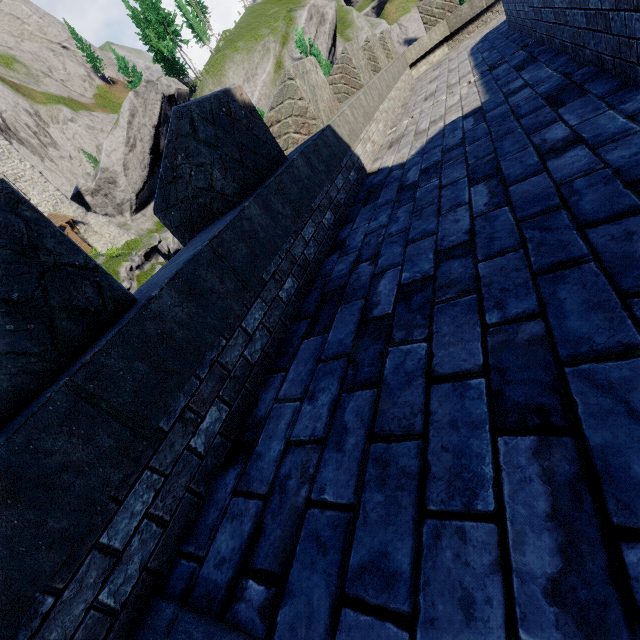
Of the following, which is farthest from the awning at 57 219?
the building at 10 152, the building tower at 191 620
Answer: the building tower at 191 620

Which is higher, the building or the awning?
the building

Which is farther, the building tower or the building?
the building

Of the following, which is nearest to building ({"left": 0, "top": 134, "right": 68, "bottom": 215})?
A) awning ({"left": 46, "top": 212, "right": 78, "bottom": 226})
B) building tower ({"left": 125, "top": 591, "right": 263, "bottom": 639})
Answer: awning ({"left": 46, "top": 212, "right": 78, "bottom": 226})

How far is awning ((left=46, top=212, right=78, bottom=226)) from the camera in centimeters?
2874cm

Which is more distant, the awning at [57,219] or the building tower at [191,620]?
the awning at [57,219]

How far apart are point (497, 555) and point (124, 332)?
2.00m

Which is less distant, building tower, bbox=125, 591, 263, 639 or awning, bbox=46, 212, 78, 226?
building tower, bbox=125, 591, 263, 639
